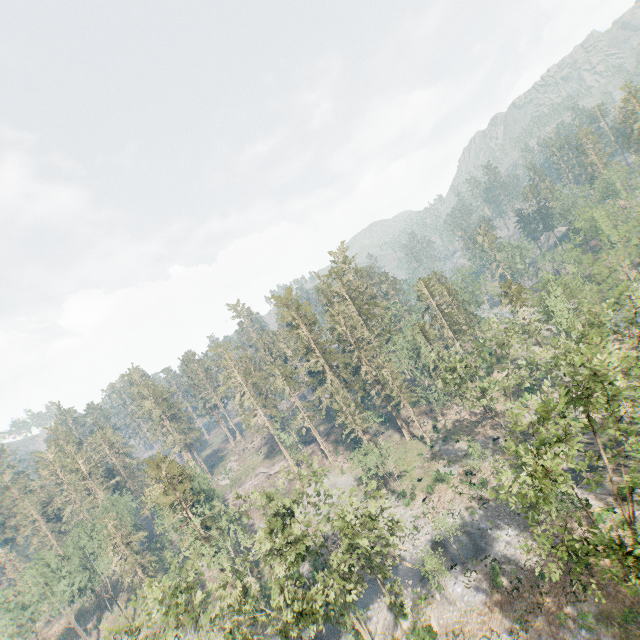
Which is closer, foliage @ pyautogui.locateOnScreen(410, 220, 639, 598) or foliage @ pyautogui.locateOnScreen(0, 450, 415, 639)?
foliage @ pyautogui.locateOnScreen(410, 220, 639, 598)

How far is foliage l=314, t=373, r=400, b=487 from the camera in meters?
48.6

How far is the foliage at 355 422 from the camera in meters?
48.6 m

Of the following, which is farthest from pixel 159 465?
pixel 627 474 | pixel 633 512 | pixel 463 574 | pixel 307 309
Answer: pixel 627 474

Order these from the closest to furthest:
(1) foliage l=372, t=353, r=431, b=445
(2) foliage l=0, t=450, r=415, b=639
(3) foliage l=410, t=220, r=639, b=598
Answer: (3) foliage l=410, t=220, r=639, b=598 → (2) foliage l=0, t=450, r=415, b=639 → (1) foliage l=372, t=353, r=431, b=445
